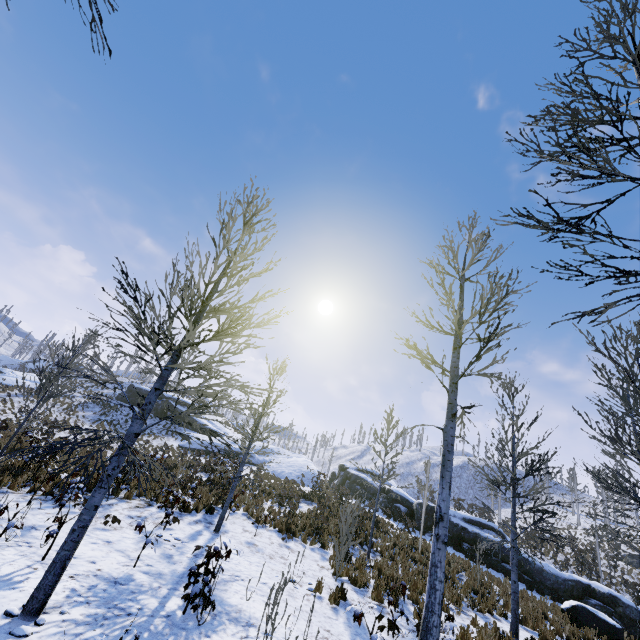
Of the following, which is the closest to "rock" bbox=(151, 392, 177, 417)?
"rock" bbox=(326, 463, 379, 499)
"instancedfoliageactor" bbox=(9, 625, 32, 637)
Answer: "rock" bbox=(326, 463, 379, 499)

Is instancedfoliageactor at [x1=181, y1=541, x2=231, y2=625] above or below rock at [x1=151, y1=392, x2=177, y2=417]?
below

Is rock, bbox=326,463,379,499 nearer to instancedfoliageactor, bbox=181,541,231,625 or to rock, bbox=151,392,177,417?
instancedfoliageactor, bbox=181,541,231,625

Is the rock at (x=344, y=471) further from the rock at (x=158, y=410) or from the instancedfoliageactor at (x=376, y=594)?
the rock at (x=158, y=410)

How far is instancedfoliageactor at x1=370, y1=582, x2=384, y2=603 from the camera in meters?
8.3 m

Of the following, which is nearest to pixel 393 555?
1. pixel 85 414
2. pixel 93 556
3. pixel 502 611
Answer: pixel 502 611

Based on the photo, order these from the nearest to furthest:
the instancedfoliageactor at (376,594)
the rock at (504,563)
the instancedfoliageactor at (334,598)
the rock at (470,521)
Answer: the instancedfoliageactor at (334,598), the instancedfoliageactor at (376,594), the rock at (504,563), the rock at (470,521)
